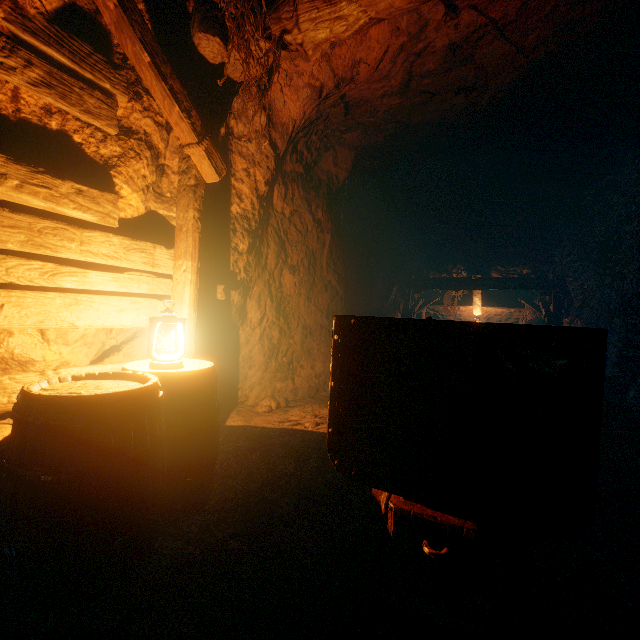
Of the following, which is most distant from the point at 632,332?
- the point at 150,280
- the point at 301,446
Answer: the point at 150,280

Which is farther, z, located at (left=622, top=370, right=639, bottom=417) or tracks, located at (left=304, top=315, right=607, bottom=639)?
z, located at (left=622, top=370, right=639, bottom=417)

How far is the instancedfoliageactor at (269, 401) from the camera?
4.7 meters

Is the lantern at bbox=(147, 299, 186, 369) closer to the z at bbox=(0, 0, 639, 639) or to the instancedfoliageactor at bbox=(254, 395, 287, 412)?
the z at bbox=(0, 0, 639, 639)

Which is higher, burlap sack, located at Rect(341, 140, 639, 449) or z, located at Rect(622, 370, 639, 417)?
burlap sack, located at Rect(341, 140, 639, 449)

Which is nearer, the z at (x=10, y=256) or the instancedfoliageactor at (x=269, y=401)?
the z at (x=10, y=256)

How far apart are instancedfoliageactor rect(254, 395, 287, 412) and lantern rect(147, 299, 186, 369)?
2.4 meters

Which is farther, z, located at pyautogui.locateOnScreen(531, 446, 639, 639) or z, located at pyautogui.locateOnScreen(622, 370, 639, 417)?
z, located at pyautogui.locateOnScreen(622, 370, 639, 417)
